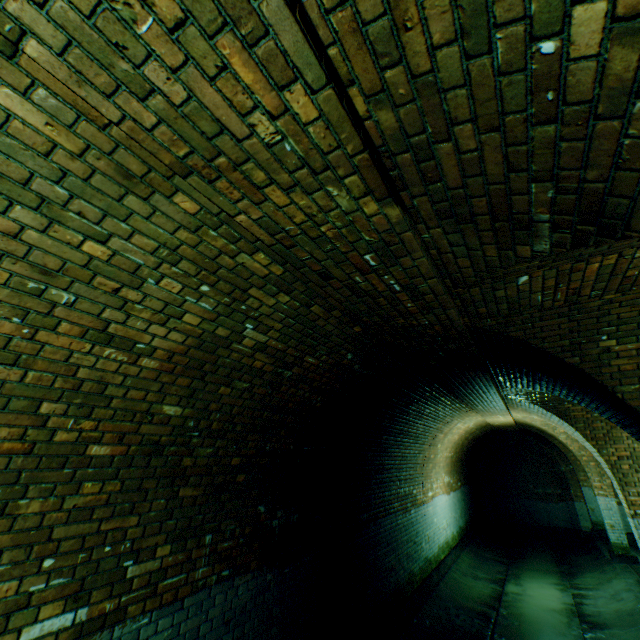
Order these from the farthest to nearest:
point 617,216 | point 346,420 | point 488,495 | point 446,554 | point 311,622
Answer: point 488,495, point 446,554, point 346,420, point 311,622, point 617,216
